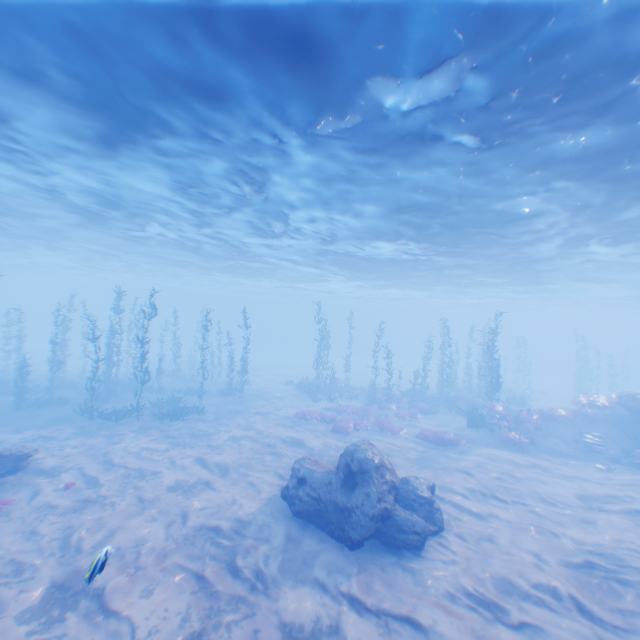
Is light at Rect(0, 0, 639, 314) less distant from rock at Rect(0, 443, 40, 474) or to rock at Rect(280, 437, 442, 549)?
rock at Rect(280, 437, 442, 549)

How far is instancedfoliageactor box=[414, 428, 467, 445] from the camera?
18.31m

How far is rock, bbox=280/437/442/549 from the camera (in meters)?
9.28

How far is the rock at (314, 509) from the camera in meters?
9.3 m

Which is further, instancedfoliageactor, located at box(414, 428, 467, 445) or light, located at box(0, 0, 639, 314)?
instancedfoliageactor, located at box(414, 428, 467, 445)

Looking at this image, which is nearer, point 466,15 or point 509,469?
point 466,15

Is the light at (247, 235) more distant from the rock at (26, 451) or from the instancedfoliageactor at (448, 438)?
the instancedfoliageactor at (448, 438)

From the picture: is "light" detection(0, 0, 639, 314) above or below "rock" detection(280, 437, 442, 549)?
above
